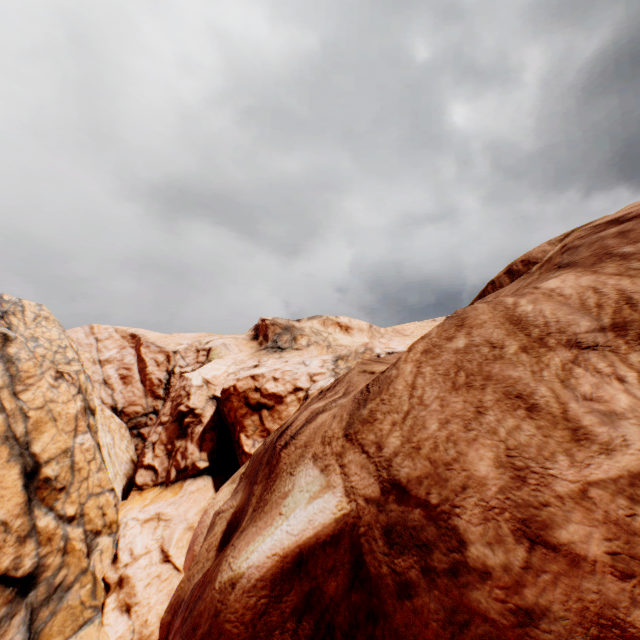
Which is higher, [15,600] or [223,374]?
[223,374]
